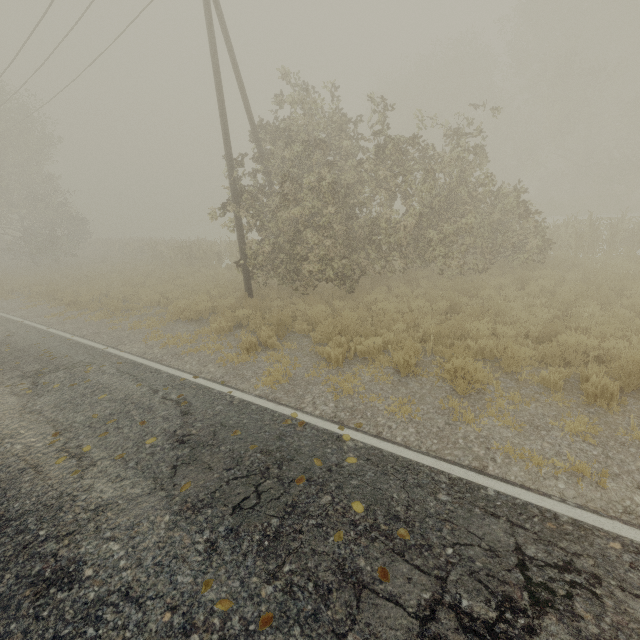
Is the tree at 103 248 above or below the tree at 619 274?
above

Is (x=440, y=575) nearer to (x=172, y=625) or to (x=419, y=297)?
(x=172, y=625)

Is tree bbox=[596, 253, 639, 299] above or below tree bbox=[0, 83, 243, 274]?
below

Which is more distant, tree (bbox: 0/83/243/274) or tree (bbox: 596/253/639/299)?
tree (bbox: 0/83/243/274)

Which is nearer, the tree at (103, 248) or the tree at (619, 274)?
the tree at (619, 274)
